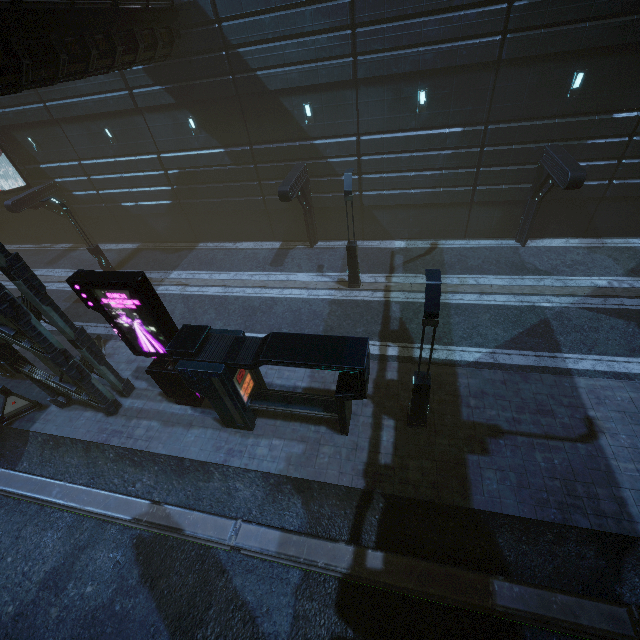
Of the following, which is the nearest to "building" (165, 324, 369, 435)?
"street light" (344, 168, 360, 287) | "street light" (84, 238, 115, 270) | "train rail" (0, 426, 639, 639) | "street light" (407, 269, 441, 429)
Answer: "train rail" (0, 426, 639, 639)

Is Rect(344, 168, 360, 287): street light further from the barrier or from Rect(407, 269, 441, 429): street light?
the barrier

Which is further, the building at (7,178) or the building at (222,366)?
the building at (7,178)

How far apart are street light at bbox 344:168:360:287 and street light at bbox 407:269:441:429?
7.3m

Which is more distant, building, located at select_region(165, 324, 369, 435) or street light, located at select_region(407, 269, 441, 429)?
building, located at select_region(165, 324, 369, 435)

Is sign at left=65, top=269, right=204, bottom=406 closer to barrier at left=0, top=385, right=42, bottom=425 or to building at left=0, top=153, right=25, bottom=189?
building at left=0, top=153, right=25, bottom=189

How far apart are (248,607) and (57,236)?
29.68m

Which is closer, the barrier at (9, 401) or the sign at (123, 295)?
the sign at (123, 295)
